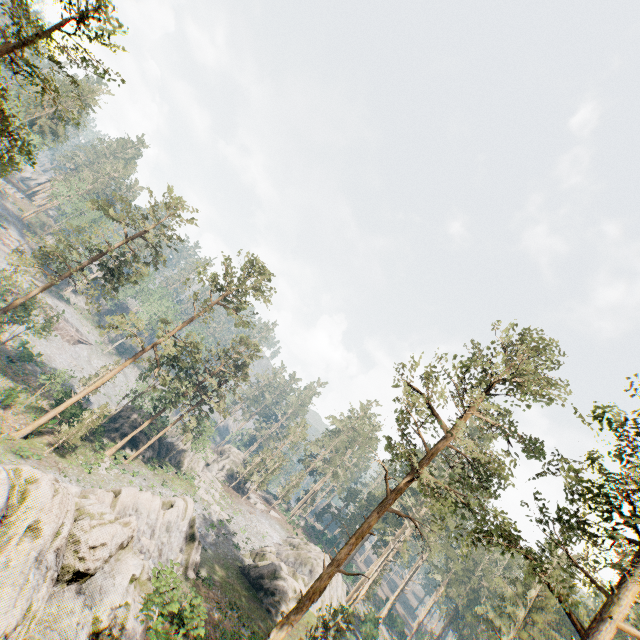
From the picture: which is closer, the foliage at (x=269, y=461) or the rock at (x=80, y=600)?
the rock at (x=80, y=600)

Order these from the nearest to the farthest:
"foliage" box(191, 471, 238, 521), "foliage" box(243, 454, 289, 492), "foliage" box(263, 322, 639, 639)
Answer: "foliage" box(263, 322, 639, 639) → "foliage" box(191, 471, 238, 521) → "foliage" box(243, 454, 289, 492)

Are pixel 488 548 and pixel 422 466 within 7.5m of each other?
yes

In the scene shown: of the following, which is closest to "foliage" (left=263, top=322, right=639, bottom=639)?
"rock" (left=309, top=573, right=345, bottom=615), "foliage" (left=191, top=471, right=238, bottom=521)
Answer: "rock" (left=309, top=573, right=345, bottom=615)

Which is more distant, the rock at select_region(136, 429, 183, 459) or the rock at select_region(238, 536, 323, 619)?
the rock at select_region(136, 429, 183, 459)

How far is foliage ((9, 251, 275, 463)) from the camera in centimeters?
3022cm

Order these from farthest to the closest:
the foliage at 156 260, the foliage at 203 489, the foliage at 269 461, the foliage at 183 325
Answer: the foliage at 269 461 → the foliage at 203 489 → the foliage at 156 260 → the foliage at 183 325

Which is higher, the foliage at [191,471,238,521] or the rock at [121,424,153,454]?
the foliage at [191,471,238,521]
